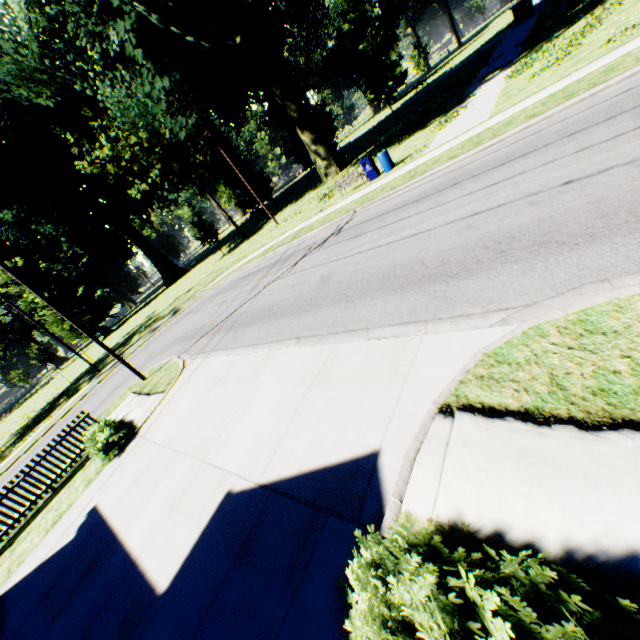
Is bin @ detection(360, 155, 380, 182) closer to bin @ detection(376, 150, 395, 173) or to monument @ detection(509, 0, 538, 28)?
bin @ detection(376, 150, 395, 173)

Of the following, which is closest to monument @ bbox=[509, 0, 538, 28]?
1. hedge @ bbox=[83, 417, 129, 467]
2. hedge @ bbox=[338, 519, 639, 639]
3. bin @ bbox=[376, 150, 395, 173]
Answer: bin @ bbox=[376, 150, 395, 173]

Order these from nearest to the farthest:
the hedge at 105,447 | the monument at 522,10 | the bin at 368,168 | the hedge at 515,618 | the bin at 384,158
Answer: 1. the hedge at 515,618
2. the hedge at 105,447
3. the bin at 384,158
4. the bin at 368,168
5. the monument at 522,10

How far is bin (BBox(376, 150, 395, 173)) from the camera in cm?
1720

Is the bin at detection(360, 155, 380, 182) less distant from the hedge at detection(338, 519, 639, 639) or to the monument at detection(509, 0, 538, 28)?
the hedge at detection(338, 519, 639, 639)

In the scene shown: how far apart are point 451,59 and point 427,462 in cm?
7765

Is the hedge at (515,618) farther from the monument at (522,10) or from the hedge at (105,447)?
the monument at (522,10)

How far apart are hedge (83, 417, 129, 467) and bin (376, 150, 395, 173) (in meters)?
16.98
